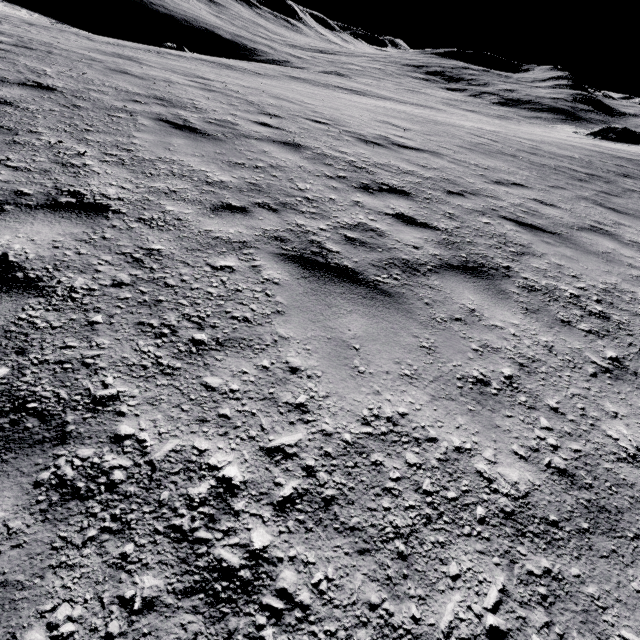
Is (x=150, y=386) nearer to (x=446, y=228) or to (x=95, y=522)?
(x=95, y=522)
